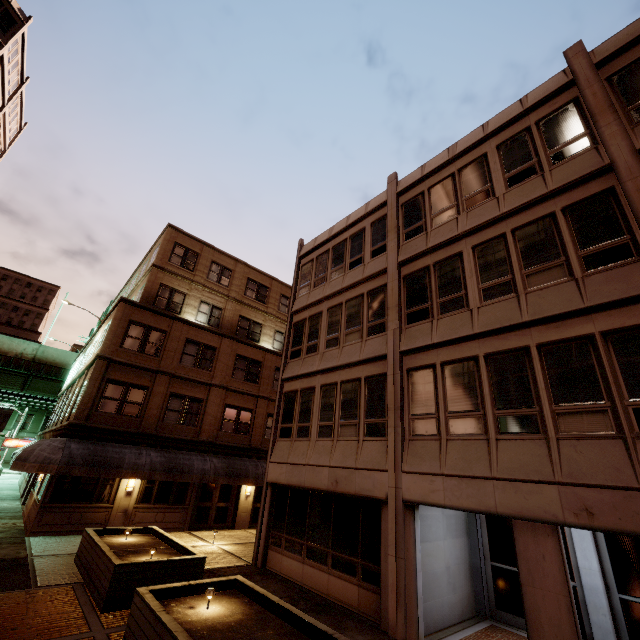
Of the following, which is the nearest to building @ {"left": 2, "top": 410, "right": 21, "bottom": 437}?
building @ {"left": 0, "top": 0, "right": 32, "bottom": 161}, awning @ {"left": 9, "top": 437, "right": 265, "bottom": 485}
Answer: building @ {"left": 0, "top": 0, "right": 32, "bottom": 161}

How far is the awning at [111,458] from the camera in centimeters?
1395cm

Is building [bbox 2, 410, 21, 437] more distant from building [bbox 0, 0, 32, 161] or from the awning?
the awning

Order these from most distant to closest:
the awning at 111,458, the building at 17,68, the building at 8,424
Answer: the building at 8,424 → the building at 17,68 → the awning at 111,458

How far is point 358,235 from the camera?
15.7 meters

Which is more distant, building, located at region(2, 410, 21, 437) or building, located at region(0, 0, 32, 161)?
building, located at region(2, 410, 21, 437)

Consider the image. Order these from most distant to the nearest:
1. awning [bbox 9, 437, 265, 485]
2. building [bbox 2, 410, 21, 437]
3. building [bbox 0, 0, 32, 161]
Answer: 1. building [bbox 2, 410, 21, 437]
2. building [bbox 0, 0, 32, 161]
3. awning [bbox 9, 437, 265, 485]
